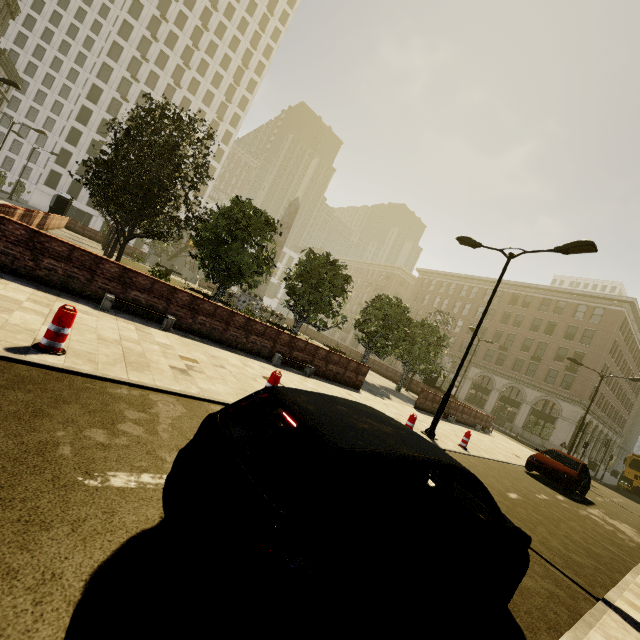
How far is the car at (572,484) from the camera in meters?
13.2

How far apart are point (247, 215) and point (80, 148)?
60.3m

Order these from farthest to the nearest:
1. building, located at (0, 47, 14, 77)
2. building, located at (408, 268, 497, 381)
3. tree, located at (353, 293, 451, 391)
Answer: building, located at (0, 47, 14, 77)
building, located at (408, 268, 497, 381)
tree, located at (353, 293, 451, 391)

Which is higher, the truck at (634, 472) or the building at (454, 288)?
the building at (454, 288)

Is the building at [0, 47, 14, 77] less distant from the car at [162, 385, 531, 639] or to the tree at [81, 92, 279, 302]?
the tree at [81, 92, 279, 302]

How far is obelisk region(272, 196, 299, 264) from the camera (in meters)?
29.66

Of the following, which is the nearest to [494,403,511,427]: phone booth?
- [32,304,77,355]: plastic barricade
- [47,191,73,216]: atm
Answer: [32,304,77,355]: plastic barricade

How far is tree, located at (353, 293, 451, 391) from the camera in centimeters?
2036cm
